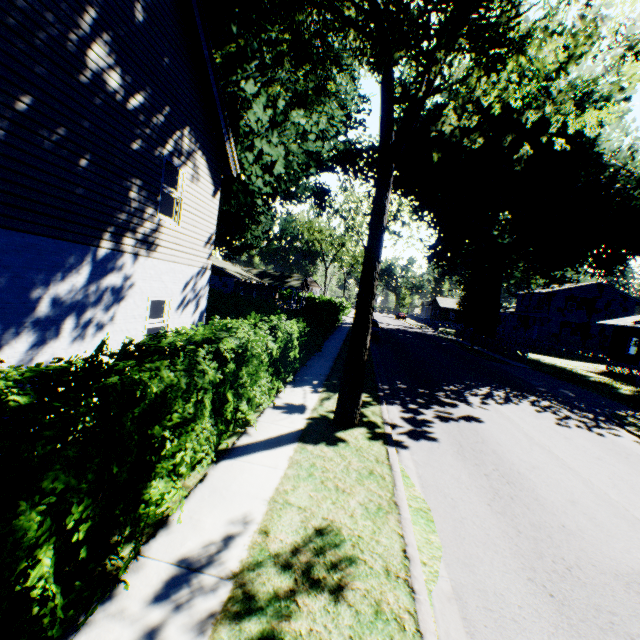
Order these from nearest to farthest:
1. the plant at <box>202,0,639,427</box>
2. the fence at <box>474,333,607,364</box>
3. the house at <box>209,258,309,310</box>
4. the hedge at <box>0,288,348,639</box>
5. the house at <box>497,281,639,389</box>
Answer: the hedge at <box>0,288,348,639</box> < the plant at <box>202,0,639,427</box> < the fence at <box>474,333,607,364</box> < the house at <box>497,281,639,389</box> < the house at <box>209,258,309,310</box>

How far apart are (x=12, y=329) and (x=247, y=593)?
5.16m

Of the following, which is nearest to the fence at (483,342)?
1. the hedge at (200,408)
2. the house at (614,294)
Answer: the house at (614,294)

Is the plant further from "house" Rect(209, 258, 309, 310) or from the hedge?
the hedge

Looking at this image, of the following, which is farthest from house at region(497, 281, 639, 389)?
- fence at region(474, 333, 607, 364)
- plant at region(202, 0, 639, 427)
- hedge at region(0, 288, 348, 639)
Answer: hedge at region(0, 288, 348, 639)

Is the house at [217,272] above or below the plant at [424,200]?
below

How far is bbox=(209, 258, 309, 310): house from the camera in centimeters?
3747cm
